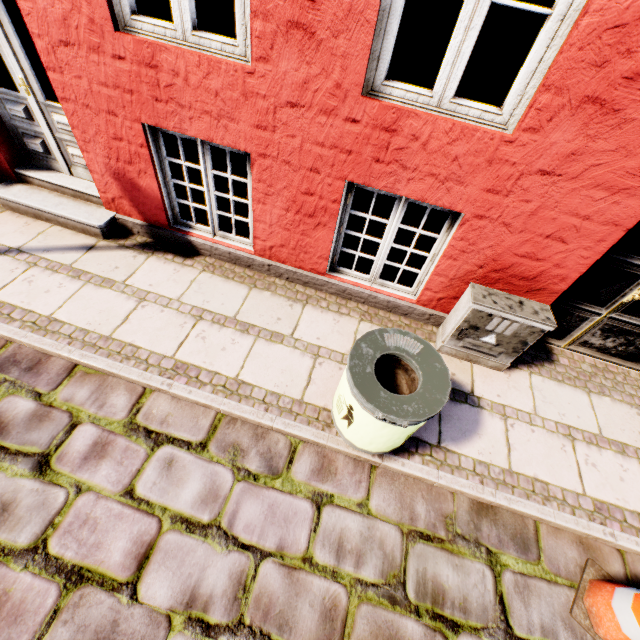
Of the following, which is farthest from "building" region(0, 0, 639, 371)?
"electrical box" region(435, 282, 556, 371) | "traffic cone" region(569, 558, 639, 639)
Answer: "traffic cone" region(569, 558, 639, 639)

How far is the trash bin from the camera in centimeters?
205cm

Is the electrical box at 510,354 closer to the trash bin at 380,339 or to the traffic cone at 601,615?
the trash bin at 380,339

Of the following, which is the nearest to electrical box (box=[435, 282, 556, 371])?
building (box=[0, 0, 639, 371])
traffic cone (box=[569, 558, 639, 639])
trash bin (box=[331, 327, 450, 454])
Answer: building (box=[0, 0, 639, 371])

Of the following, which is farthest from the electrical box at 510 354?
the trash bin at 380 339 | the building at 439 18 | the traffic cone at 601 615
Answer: the traffic cone at 601 615

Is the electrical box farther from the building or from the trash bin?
the trash bin

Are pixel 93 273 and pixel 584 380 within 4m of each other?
no

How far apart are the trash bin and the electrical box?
0.89m
